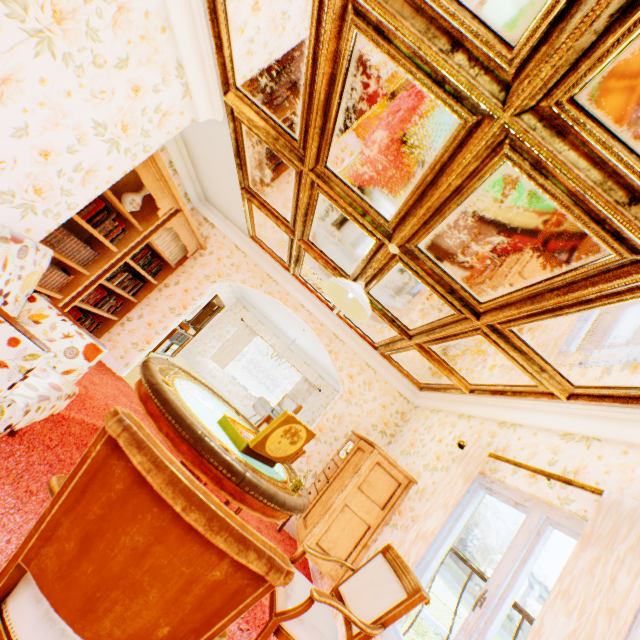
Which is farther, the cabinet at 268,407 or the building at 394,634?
the cabinet at 268,407

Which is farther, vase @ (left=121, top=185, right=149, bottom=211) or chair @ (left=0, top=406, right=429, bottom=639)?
vase @ (left=121, top=185, right=149, bottom=211)

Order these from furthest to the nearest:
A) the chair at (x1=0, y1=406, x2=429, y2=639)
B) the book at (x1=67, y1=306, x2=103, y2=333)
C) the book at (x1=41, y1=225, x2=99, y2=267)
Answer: the book at (x1=67, y1=306, x2=103, y2=333) → the book at (x1=41, y1=225, x2=99, y2=267) → the chair at (x1=0, y1=406, x2=429, y2=639)

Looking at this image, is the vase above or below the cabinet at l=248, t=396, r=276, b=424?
above

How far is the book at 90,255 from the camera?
3.3m

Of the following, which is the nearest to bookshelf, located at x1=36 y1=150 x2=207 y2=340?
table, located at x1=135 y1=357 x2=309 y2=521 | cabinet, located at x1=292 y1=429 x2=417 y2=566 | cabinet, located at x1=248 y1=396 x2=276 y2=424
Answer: table, located at x1=135 y1=357 x2=309 y2=521

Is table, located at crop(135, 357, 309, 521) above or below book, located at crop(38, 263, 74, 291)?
above

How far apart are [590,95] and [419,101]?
0.75m
